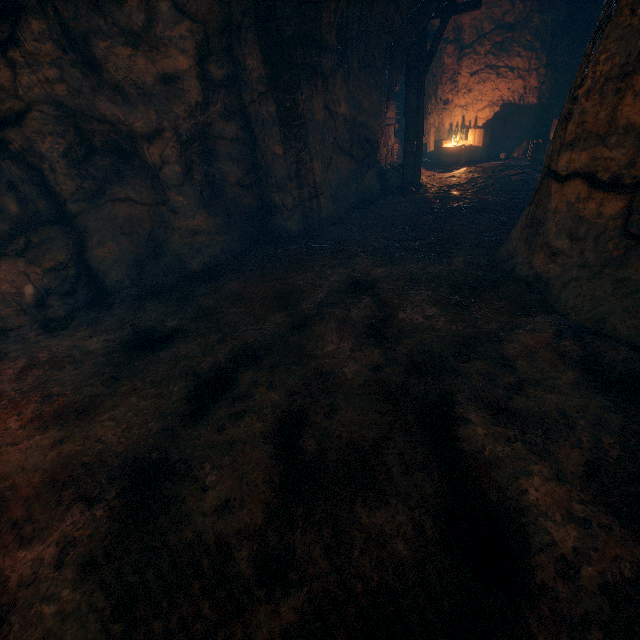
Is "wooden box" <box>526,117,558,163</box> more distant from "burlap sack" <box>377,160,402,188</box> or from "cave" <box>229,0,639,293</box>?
"burlap sack" <box>377,160,402,188</box>

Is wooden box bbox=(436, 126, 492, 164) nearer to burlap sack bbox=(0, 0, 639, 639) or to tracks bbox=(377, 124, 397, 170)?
tracks bbox=(377, 124, 397, 170)

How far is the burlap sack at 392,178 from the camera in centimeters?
1034cm

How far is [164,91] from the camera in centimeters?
612cm

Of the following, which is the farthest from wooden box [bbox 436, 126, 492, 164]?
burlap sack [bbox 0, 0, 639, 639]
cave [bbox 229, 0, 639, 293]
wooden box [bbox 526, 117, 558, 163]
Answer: burlap sack [bbox 0, 0, 639, 639]

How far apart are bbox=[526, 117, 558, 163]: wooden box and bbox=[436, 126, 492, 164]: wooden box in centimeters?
157cm

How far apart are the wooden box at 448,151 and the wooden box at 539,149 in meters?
1.6 m

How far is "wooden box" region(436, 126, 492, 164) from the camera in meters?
12.1
